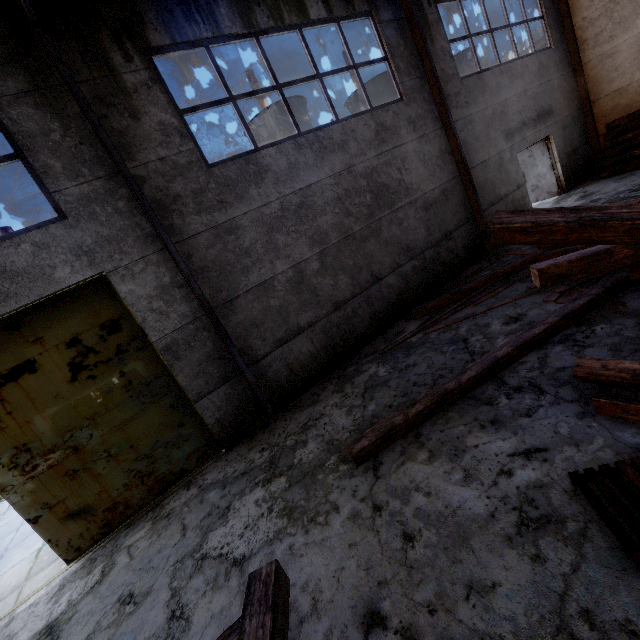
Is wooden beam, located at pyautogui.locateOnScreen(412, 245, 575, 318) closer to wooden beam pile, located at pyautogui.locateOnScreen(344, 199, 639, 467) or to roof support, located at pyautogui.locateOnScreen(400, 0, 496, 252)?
wooden beam pile, located at pyautogui.locateOnScreen(344, 199, 639, 467)

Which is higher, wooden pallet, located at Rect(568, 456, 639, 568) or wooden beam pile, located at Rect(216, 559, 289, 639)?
wooden beam pile, located at Rect(216, 559, 289, 639)

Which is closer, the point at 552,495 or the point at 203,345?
the point at 552,495

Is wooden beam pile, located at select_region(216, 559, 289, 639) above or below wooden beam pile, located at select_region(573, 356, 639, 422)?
above

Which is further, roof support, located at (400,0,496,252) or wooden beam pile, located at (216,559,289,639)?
roof support, located at (400,0,496,252)

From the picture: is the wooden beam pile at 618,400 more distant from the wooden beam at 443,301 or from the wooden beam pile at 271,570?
the wooden beam pile at 271,570

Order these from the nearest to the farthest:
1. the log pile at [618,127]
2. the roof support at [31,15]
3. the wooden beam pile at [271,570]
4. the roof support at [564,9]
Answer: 1. the wooden beam pile at [271,570]
2. the roof support at [31,15]
3. the log pile at [618,127]
4. the roof support at [564,9]

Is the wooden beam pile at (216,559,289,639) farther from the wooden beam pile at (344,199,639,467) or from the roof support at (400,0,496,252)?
the roof support at (400,0,496,252)
